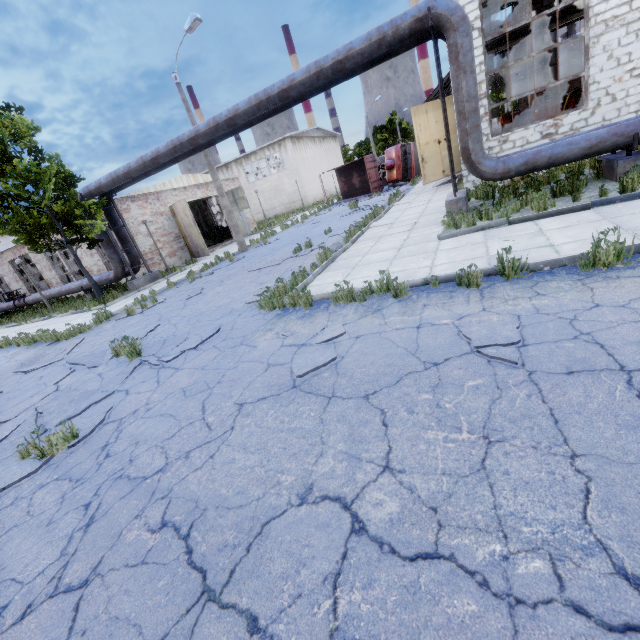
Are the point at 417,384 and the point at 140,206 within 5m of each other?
no

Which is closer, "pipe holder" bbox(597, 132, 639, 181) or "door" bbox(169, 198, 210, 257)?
"pipe holder" bbox(597, 132, 639, 181)

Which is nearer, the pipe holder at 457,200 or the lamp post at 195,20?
the pipe holder at 457,200

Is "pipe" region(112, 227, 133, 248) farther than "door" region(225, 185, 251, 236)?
No

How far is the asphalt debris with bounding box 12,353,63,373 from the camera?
8.49m

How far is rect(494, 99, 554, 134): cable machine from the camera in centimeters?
2127cm

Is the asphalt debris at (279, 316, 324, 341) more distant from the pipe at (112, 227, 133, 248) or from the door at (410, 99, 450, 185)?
the door at (410, 99, 450, 185)

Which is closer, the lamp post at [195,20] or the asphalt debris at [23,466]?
the asphalt debris at [23,466]
